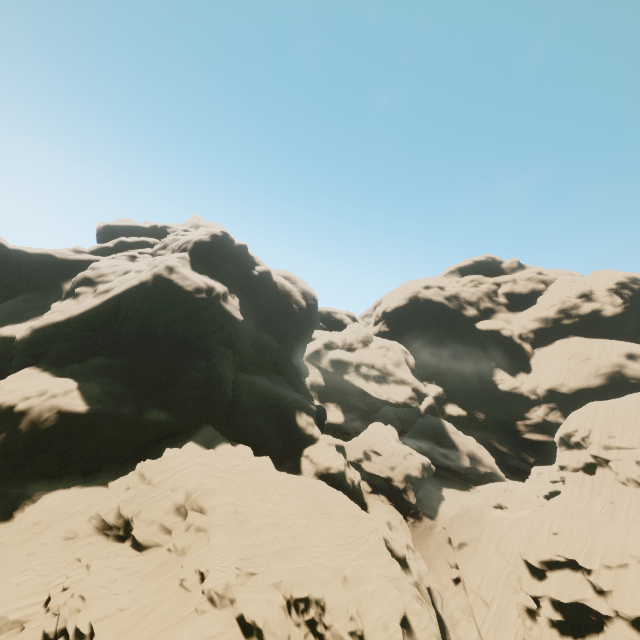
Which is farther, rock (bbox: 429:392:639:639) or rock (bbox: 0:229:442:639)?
rock (bbox: 429:392:639:639)

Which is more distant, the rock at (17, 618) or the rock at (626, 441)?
the rock at (626, 441)

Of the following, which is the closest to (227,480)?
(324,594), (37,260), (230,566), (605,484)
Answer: (230,566)
